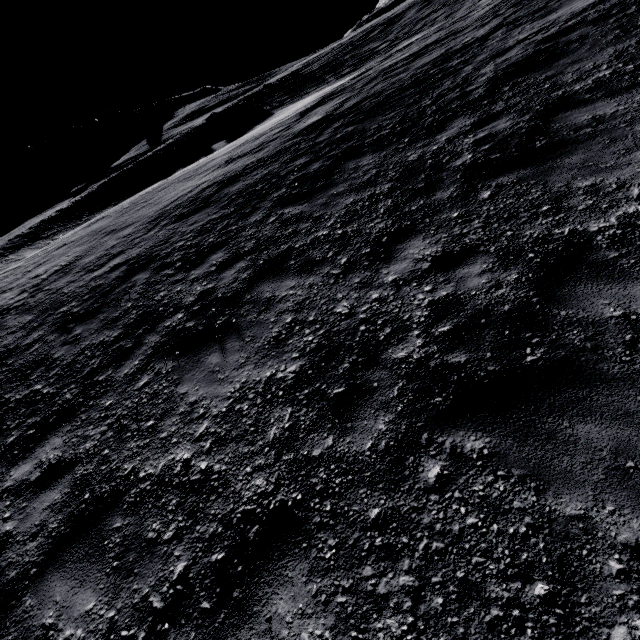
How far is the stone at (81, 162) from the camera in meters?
56.6

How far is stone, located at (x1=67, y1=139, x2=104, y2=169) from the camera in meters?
56.6

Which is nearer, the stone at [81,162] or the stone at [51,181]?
the stone at [51,181]

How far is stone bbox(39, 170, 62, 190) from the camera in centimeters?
5309cm

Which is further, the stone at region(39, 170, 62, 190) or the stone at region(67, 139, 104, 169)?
the stone at region(67, 139, 104, 169)

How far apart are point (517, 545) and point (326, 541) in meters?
1.4
